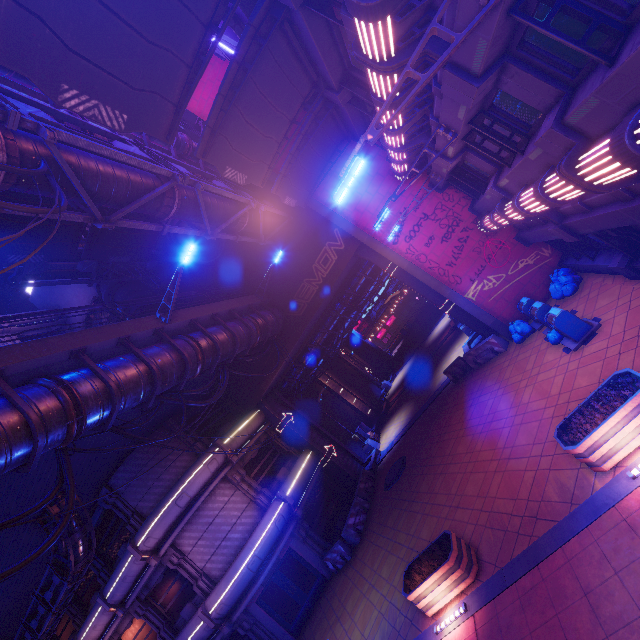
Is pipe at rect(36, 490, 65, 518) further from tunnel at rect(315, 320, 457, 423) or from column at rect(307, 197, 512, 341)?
tunnel at rect(315, 320, 457, 423)

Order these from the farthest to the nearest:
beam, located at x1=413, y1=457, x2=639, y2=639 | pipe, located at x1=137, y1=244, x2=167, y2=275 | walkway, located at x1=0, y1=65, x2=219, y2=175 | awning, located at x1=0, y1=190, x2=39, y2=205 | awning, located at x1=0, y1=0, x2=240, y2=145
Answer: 1. pipe, located at x1=137, y1=244, x2=167, y2=275
2. awning, located at x1=0, y1=190, x2=39, y2=205
3. walkway, located at x1=0, y1=65, x2=219, y2=175
4. beam, located at x1=413, y1=457, x2=639, y2=639
5. awning, located at x1=0, y1=0, x2=240, y2=145

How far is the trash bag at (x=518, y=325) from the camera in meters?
14.2

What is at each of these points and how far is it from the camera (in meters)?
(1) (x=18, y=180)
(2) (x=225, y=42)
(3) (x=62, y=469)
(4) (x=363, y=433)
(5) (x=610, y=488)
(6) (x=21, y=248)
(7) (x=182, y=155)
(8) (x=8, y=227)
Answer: (1) pipe, 7.13
(2) neon sign, 12.34
(3) cable, 8.37
(4) atm, 25.75
(5) beam, 6.66
(6) awning, 12.83
(7) walkway, 14.91
(8) awning, 12.02

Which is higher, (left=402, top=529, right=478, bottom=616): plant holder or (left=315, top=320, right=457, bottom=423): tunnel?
(left=315, top=320, right=457, bottom=423): tunnel

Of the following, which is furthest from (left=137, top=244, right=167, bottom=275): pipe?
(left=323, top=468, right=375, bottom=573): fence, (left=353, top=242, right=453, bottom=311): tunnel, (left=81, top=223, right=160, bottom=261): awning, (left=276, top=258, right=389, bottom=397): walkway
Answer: (left=323, top=468, right=375, bottom=573): fence

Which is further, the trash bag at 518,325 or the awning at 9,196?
the trash bag at 518,325

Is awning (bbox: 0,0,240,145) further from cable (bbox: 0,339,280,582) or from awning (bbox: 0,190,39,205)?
cable (bbox: 0,339,280,582)
